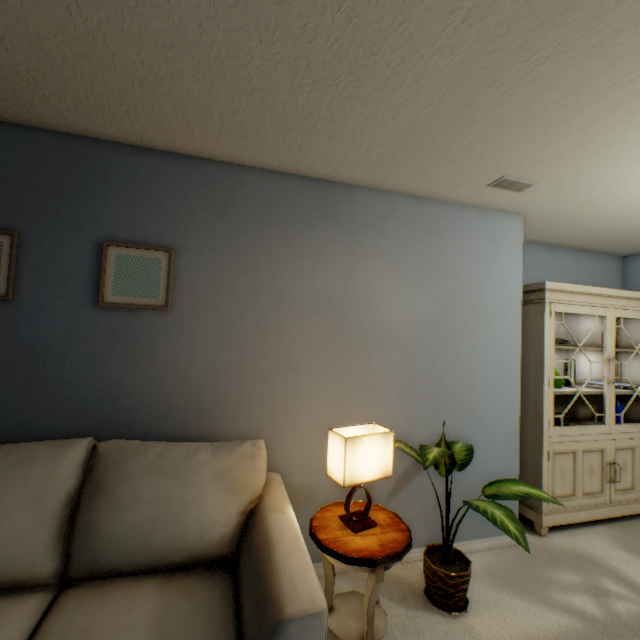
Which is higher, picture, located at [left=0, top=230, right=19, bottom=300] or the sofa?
picture, located at [left=0, top=230, right=19, bottom=300]

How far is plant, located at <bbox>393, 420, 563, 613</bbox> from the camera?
1.53m

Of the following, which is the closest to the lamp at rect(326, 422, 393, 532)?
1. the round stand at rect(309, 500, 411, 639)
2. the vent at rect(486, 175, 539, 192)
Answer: the round stand at rect(309, 500, 411, 639)

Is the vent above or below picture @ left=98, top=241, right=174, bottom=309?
above

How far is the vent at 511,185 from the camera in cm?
196

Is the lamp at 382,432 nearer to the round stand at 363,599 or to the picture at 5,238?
the round stand at 363,599

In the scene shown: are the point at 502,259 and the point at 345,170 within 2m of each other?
yes

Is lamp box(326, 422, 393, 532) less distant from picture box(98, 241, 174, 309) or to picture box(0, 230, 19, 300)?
picture box(98, 241, 174, 309)
